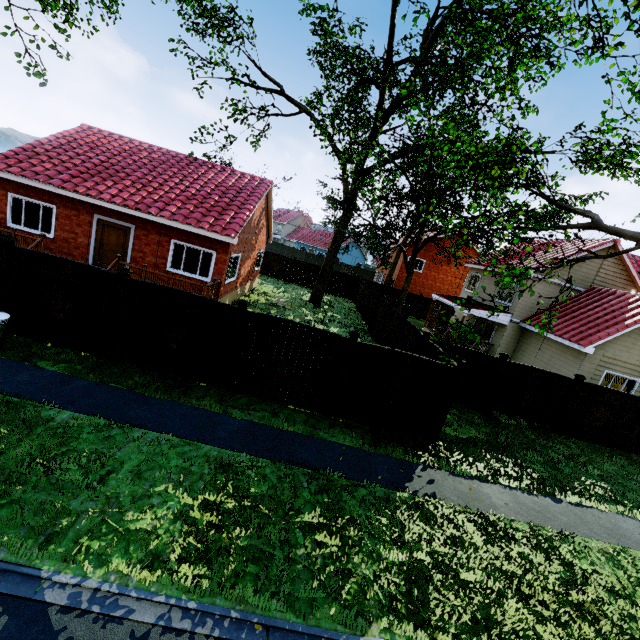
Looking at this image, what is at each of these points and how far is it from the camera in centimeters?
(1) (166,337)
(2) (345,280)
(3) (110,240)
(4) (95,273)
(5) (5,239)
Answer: (1) fence, 857cm
(2) fence, 3117cm
(3) door, 1417cm
(4) fence, 817cm
(5) fence post, 784cm

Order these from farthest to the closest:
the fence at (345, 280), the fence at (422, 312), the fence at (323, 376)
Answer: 1. the fence at (422, 312)
2. the fence at (345, 280)
3. the fence at (323, 376)

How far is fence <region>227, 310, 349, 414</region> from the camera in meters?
8.5

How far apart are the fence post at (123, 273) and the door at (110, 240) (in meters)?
7.01

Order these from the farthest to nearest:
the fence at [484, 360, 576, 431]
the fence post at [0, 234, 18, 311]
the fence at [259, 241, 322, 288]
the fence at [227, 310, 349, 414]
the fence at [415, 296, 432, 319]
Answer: the fence at [415, 296, 432, 319], the fence at [259, 241, 322, 288], the fence at [484, 360, 576, 431], the fence at [227, 310, 349, 414], the fence post at [0, 234, 18, 311]

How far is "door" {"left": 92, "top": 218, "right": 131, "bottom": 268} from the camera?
14.01m

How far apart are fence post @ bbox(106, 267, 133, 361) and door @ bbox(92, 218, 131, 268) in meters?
7.0 m
